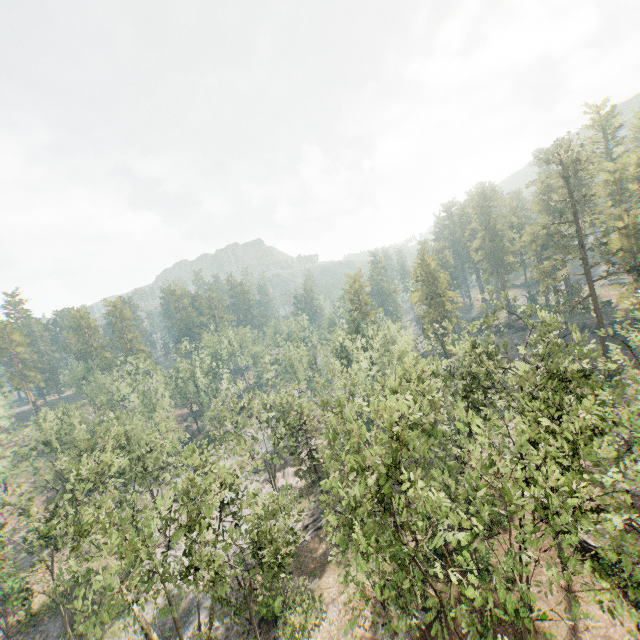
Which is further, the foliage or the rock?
the rock

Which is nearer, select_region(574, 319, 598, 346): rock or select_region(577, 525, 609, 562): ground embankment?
select_region(577, 525, 609, 562): ground embankment

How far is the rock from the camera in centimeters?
5369cm

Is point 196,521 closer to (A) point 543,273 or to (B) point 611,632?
(B) point 611,632

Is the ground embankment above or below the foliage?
below

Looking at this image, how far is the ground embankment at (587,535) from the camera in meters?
24.9 m

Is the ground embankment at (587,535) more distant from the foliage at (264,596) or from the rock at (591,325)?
the rock at (591,325)

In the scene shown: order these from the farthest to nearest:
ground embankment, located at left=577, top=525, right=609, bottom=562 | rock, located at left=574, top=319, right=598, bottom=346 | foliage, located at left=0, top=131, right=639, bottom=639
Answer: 1. rock, located at left=574, top=319, right=598, bottom=346
2. ground embankment, located at left=577, top=525, right=609, bottom=562
3. foliage, located at left=0, top=131, right=639, bottom=639
